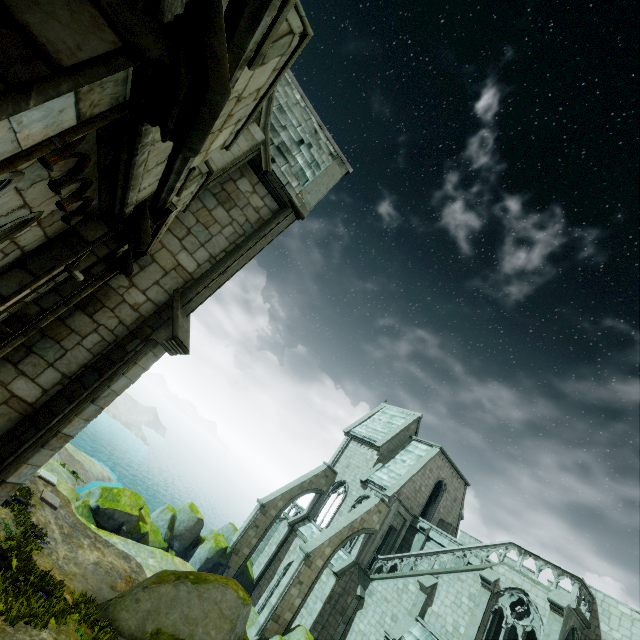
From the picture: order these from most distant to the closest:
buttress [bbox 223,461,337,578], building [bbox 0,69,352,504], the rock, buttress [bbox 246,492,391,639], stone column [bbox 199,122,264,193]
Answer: buttress [bbox 223,461,337,578], buttress [bbox 246,492,391,639], the rock, stone column [bbox 199,122,264,193], building [bbox 0,69,352,504]

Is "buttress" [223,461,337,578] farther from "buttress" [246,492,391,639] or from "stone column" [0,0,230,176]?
"stone column" [0,0,230,176]

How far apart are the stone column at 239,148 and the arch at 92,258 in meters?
3.1 m

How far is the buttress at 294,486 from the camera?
25.3m

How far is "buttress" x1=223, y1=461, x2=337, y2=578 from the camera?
25.3m

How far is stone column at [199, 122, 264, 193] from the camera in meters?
8.9

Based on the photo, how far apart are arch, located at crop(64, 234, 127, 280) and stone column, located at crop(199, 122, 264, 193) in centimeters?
306cm

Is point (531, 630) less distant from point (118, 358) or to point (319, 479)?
point (319, 479)
